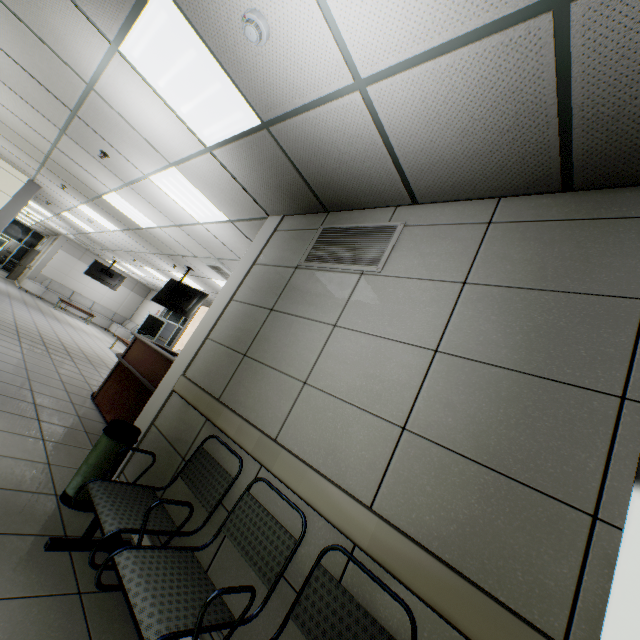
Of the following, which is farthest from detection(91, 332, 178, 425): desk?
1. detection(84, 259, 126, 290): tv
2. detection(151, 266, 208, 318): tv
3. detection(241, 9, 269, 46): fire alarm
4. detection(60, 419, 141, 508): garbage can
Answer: detection(84, 259, 126, 290): tv

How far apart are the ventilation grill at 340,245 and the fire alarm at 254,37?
1.47m

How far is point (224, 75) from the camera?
2.38m

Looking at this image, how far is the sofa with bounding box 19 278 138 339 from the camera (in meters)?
15.58

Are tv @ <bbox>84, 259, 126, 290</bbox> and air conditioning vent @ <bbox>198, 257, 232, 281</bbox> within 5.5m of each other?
no

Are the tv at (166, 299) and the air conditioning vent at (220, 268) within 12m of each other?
yes

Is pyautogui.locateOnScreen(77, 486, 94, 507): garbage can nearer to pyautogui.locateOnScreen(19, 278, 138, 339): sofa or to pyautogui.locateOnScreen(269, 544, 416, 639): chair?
pyautogui.locateOnScreen(269, 544, 416, 639): chair

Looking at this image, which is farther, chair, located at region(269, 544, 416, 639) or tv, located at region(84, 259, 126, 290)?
tv, located at region(84, 259, 126, 290)
